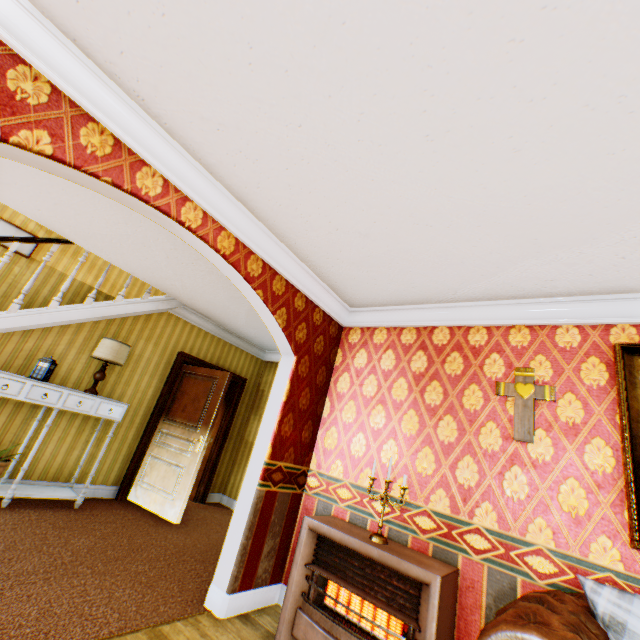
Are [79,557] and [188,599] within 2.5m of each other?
yes

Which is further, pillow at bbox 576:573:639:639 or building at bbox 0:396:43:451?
building at bbox 0:396:43:451

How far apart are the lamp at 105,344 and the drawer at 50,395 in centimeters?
19cm

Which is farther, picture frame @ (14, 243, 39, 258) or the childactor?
picture frame @ (14, 243, 39, 258)

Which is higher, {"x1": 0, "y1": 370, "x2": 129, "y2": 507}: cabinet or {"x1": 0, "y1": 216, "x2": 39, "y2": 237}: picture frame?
{"x1": 0, "y1": 216, "x2": 39, "y2": 237}: picture frame

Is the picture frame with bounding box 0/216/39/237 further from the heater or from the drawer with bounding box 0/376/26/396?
the heater

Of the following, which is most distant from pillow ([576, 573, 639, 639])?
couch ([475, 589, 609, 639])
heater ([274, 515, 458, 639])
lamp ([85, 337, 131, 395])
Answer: lamp ([85, 337, 131, 395])

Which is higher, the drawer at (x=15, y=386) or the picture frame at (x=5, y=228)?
the picture frame at (x=5, y=228)
